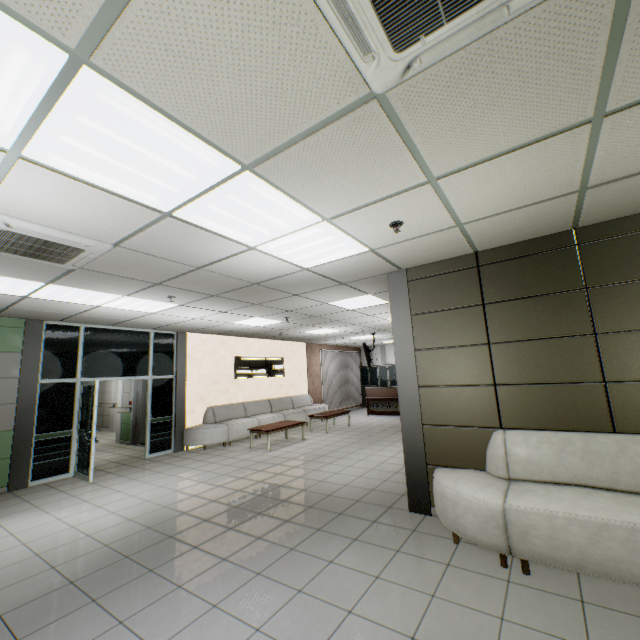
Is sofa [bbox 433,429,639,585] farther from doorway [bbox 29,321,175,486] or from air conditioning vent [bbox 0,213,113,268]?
doorway [bbox 29,321,175,486]

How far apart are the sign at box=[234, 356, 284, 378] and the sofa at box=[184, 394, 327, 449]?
0.8 meters

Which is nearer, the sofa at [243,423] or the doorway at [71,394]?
the doorway at [71,394]

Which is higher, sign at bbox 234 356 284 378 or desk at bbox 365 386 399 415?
sign at bbox 234 356 284 378

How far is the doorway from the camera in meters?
6.6 m

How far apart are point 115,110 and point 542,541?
4.40m

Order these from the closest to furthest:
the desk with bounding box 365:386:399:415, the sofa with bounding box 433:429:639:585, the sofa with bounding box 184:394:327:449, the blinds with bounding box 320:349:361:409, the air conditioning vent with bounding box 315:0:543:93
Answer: the air conditioning vent with bounding box 315:0:543:93
the sofa with bounding box 433:429:639:585
the sofa with bounding box 184:394:327:449
the desk with bounding box 365:386:399:415
the blinds with bounding box 320:349:361:409

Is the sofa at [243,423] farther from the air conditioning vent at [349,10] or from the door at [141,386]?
the air conditioning vent at [349,10]
